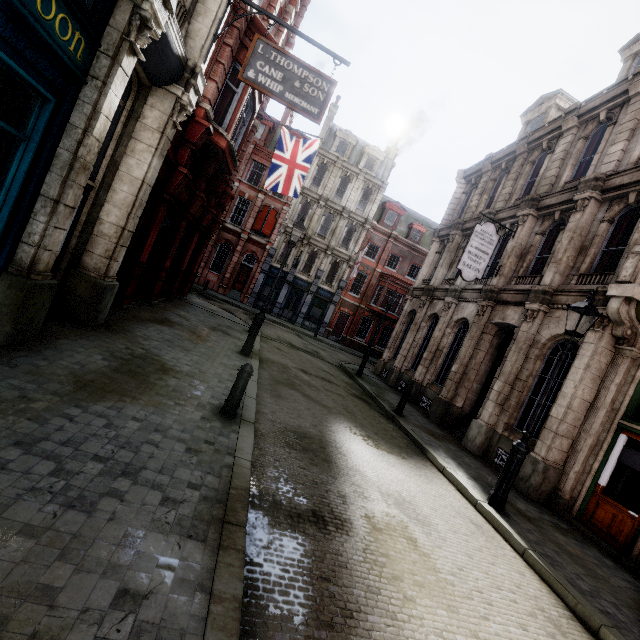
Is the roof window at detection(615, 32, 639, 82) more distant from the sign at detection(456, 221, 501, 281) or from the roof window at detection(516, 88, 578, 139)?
the sign at detection(456, 221, 501, 281)

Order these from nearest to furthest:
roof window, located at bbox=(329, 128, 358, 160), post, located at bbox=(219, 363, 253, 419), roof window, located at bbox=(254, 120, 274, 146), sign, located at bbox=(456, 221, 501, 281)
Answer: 1. post, located at bbox=(219, 363, 253, 419)
2. sign, located at bbox=(456, 221, 501, 281)
3. roof window, located at bbox=(254, 120, 274, 146)
4. roof window, located at bbox=(329, 128, 358, 160)

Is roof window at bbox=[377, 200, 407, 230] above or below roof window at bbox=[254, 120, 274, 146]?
below

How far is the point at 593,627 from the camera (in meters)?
4.29

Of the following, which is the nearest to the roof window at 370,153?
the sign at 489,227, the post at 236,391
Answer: Answer: the sign at 489,227

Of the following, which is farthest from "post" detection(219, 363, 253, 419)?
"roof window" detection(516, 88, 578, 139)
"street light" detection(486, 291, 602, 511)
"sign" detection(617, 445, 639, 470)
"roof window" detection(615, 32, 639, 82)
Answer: "roof window" detection(516, 88, 578, 139)

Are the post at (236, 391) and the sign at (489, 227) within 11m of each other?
yes

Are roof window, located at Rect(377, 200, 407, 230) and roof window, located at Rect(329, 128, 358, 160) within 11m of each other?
yes
